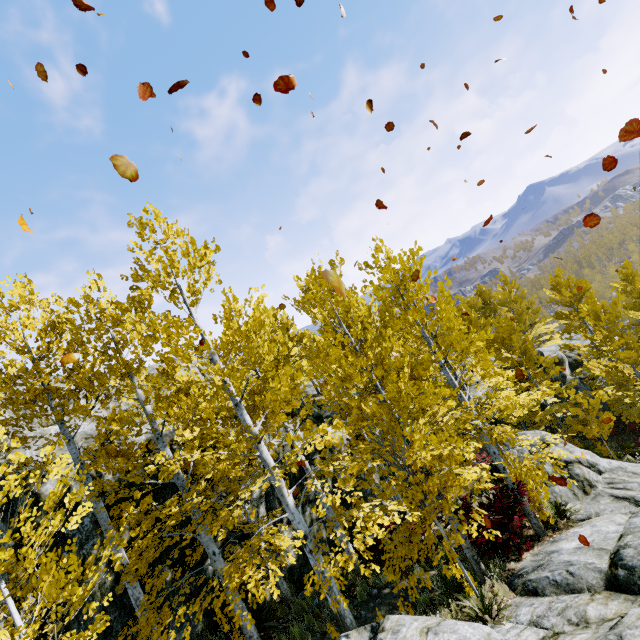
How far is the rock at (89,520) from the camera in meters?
7.3

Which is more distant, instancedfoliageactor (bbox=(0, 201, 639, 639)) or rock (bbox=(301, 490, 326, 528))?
rock (bbox=(301, 490, 326, 528))

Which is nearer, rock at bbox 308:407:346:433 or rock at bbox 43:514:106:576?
rock at bbox 43:514:106:576

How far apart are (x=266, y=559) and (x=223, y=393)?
3.46m

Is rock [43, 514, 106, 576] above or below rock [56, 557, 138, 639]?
above

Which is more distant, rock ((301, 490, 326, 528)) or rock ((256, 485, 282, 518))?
rock ((301, 490, 326, 528))

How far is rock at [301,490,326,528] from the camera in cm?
1079
